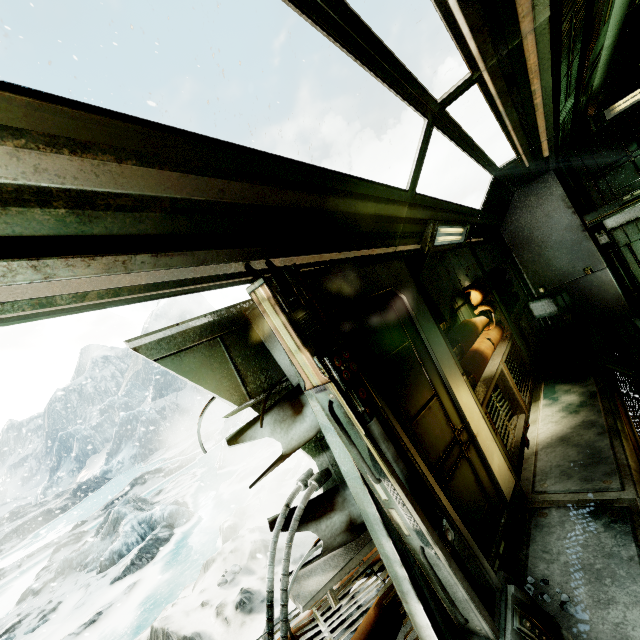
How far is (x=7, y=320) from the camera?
1.0 meters

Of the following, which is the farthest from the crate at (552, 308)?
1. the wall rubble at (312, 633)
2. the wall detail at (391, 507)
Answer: the wall detail at (391, 507)

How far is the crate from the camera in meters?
7.3 m

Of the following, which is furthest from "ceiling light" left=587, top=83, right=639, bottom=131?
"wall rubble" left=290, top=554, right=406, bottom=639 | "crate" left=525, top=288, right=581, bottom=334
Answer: "wall rubble" left=290, top=554, right=406, bottom=639

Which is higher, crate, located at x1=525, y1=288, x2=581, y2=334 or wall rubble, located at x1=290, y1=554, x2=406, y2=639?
crate, located at x1=525, y1=288, x2=581, y2=334

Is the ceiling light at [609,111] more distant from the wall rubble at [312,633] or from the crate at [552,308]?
the wall rubble at [312,633]

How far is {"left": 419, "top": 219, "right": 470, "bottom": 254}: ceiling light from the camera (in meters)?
3.82

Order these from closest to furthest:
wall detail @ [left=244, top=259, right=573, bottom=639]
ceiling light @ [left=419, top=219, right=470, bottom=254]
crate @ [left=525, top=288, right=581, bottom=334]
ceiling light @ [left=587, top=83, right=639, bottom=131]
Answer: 1. wall detail @ [left=244, top=259, right=573, bottom=639]
2. ceiling light @ [left=419, top=219, right=470, bottom=254]
3. ceiling light @ [left=587, top=83, right=639, bottom=131]
4. crate @ [left=525, top=288, right=581, bottom=334]
